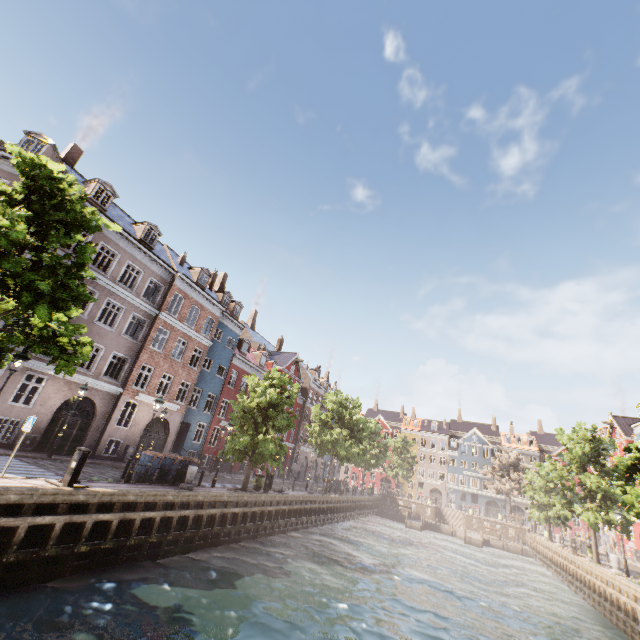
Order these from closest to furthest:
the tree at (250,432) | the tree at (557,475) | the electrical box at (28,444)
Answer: the tree at (557,475), the electrical box at (28,444), the tree at (250,432)

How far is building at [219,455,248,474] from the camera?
31.8m

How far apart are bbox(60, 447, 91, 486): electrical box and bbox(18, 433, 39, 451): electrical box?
9.01m

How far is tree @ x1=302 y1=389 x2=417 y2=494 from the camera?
32.56m

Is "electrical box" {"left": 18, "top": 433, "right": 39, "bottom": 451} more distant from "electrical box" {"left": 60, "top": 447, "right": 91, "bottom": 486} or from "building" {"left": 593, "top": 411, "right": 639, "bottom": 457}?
"electrical box" {"left": 60, "top": 447, "right": 91, "bottom": 486}

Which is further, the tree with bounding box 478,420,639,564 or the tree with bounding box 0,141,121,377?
the tree with bounding box 478,420,639,564

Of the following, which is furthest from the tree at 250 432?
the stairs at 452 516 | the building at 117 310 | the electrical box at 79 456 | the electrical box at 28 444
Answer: the electrical box at 28 444

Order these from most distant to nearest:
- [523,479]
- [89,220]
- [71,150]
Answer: [523,479] → [71,150] → [89,220]
